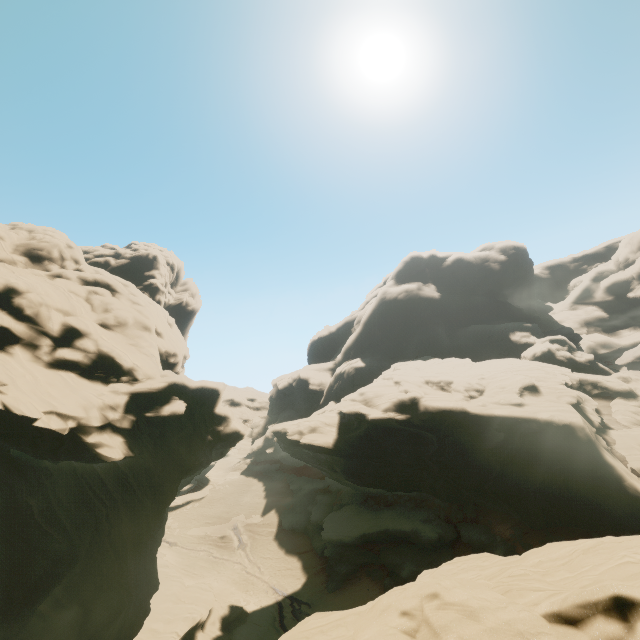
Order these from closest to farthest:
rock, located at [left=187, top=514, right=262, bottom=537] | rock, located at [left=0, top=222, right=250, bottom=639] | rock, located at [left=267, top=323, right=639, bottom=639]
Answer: rock, located at [left=267, top=323, right=639, bottom=639] → rock, located at [left=0, top=222, right=250, bottom=639] → rock, located at [left=187, top=514, right=262, bottom=537]

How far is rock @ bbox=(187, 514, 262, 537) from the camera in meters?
45.0

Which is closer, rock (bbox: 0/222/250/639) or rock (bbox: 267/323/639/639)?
rock (bbox: 267/323/639/639)

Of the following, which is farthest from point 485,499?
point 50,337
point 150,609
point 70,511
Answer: point 50,337

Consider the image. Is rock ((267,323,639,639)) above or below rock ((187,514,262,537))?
above

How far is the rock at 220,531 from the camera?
45.03m

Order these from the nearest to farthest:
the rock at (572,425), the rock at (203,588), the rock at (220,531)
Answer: the rock at (572,425), the rock at (203,588), the rock at (220,531)
